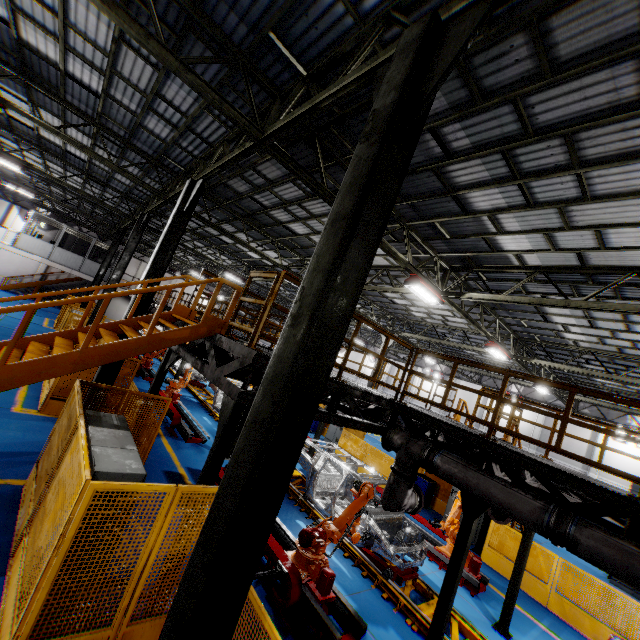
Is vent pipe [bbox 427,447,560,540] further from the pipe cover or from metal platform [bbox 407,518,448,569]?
metal platform [bbox 407,518,448,569]

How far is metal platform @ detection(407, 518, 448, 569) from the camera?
9.53m

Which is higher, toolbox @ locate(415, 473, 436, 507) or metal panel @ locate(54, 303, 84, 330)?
metal panel @ locate(54, 303, 84, 330)

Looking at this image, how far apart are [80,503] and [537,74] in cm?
790

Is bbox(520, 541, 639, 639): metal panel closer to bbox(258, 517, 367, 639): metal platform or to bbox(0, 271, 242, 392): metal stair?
bbox(0, 271, 242, 392): metal stair

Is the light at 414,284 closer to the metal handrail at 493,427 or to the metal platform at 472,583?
the metal handrail at 493,427

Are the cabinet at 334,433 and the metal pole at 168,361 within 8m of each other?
no

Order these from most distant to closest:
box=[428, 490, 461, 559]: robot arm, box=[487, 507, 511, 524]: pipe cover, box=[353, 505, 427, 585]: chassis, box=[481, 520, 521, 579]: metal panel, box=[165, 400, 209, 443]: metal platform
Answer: box=[165, 400, 209, 443]: metal platform < box=[481, 520, 521, 579]: metal panel < box=[428, 490, 461, 559]: robot arm < box=[487, 507, 511, 524]: pipe cover < box=[353, 505, 427, 585]: chassis
